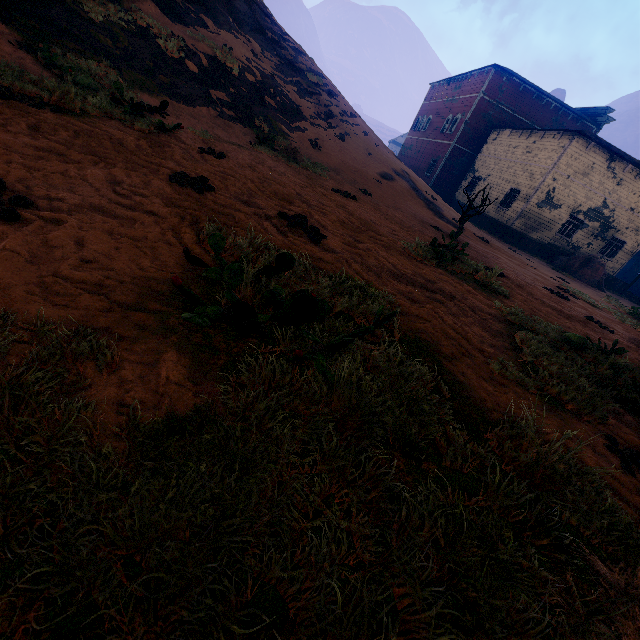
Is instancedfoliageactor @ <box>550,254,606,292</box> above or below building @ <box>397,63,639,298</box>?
below

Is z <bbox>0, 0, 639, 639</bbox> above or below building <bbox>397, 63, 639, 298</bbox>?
below

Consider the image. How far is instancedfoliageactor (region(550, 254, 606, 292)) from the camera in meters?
20.5

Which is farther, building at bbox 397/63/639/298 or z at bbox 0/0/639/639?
building at bbox 397/63/639/298

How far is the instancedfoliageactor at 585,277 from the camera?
20.5 meters

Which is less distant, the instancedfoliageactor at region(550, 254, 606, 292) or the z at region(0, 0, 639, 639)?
the z at region(0, 0, 639, 639)

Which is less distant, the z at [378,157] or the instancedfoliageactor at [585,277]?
the z at [378,157]

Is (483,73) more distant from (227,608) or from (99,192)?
(227,608)
